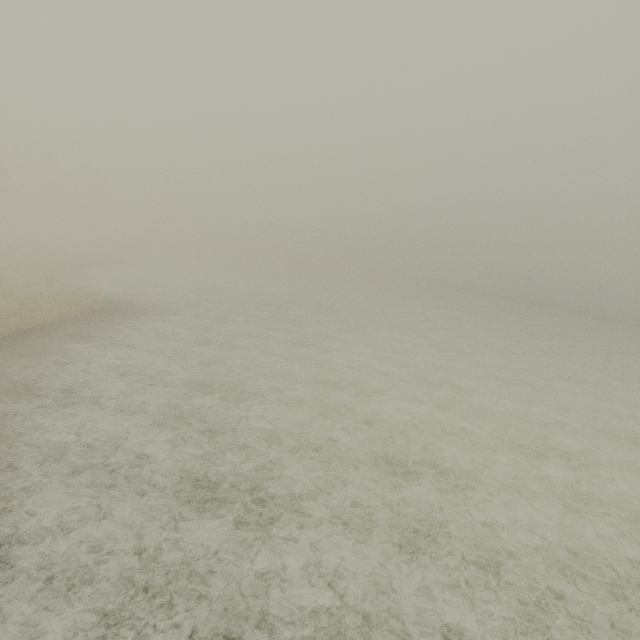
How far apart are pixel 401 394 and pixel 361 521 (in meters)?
7.74
